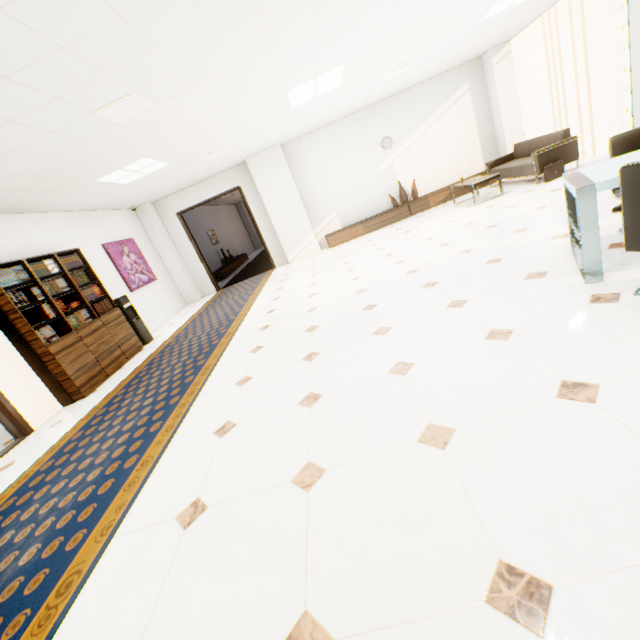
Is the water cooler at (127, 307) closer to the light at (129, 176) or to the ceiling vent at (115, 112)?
the light at (129, 176)

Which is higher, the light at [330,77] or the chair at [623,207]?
the light at [330,77]

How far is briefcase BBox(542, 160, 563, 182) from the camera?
6.2 meters

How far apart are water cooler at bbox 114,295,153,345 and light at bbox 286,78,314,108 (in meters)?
4.94

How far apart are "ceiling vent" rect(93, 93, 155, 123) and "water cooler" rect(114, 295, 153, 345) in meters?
3.7 m

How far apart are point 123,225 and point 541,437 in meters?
9.4 m

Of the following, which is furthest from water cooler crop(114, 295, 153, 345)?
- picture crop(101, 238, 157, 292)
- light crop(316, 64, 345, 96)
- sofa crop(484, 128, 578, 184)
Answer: sofa crop(484, 128, 578, 184)
